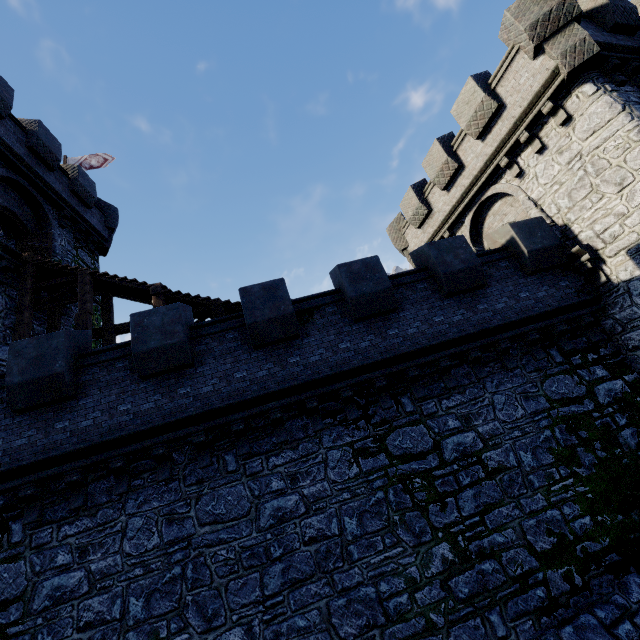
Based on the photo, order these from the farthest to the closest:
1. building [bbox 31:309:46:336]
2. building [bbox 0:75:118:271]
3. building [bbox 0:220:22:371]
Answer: building [bbox 0:75:118:271]
building [bbox 31:309:46:336]
building [bbox 0:220:22:371]

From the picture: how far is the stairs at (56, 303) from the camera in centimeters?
1137cm

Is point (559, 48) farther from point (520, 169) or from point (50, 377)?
point (50, 377)

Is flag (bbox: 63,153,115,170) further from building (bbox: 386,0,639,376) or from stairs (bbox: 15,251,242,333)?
building (bbox: 386,0,639,376)

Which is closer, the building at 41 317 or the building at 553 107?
the building at 553 107

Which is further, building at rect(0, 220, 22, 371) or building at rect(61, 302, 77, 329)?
building at rect(61, 302, 77, 329)

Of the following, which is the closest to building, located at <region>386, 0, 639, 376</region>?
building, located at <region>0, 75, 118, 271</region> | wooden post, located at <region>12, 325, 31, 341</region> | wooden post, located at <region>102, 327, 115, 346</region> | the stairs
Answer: the stairs

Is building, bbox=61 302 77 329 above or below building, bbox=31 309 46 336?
above
